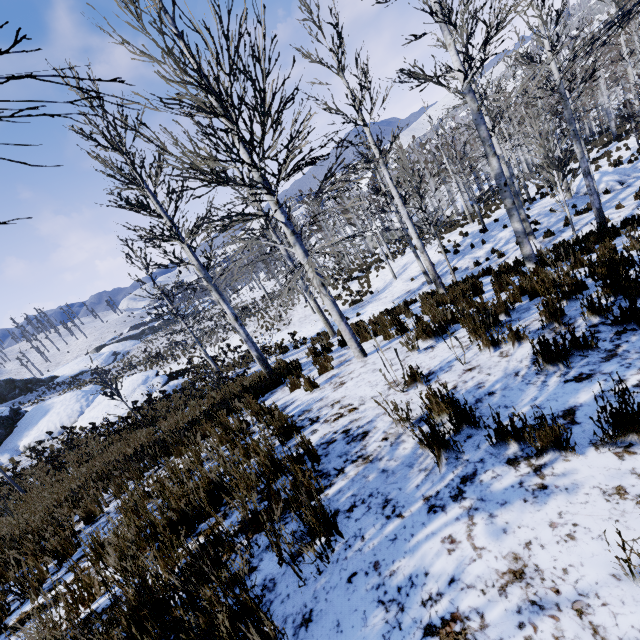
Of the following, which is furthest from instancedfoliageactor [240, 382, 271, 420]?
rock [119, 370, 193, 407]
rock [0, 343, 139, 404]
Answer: rock [0, 343, 139, 404]

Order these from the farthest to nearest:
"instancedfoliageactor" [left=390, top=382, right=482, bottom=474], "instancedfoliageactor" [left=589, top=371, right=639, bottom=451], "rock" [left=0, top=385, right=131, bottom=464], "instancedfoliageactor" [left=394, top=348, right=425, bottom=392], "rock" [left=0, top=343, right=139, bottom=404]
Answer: "rock" [left=0, top=343, right=139, bottom=404] → "rock" [left=0, top=385, right=131, bottom=464] → "instancedfoliageactor" [left=394, top=348, right=425, bottom=392] → "instancedfoliageactor" [left=390, top=382, right=482, bottom=474] → "instancedfoliageactor" [left=589, top=371, right=639, bottom=451]

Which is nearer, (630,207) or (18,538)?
(18,538)

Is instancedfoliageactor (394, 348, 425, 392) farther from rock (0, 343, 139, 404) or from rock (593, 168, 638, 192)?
rock (0, 343, 139, 404)

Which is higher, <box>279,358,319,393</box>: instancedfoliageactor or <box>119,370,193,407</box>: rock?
<box>279,358,319,393</box>: instancedfoliageactor

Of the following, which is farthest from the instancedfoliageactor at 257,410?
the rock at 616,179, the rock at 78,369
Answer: the rock at 78,369

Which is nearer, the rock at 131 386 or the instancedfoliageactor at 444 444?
the instancedfoliageactor at 444 444
